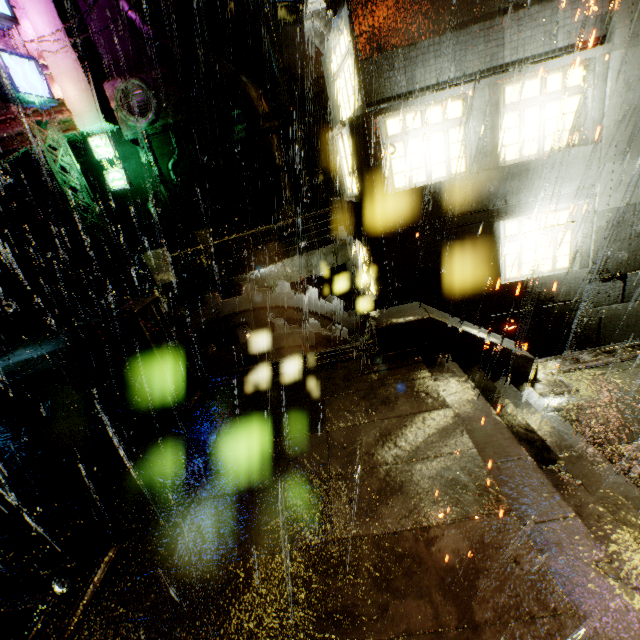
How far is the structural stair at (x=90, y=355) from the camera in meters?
10.3

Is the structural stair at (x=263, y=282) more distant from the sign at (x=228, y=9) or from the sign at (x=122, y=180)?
the sign at (x=228, y=9)

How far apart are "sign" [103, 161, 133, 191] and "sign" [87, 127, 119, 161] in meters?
0.2

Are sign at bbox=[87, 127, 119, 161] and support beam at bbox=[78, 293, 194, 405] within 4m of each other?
no

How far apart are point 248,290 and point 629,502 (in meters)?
9.27

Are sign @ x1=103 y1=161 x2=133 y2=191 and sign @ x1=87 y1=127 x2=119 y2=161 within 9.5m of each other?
yes

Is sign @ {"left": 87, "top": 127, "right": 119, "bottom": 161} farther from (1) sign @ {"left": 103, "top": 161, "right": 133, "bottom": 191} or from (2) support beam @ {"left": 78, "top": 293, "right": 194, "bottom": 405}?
(2) support beam @ {"left": 78, "top": 293, "right": 194, "bottom": 405}

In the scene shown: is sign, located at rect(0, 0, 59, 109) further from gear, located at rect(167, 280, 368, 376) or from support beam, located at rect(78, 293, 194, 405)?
Result: gear, located at rect(167, 280, 368, 376)
